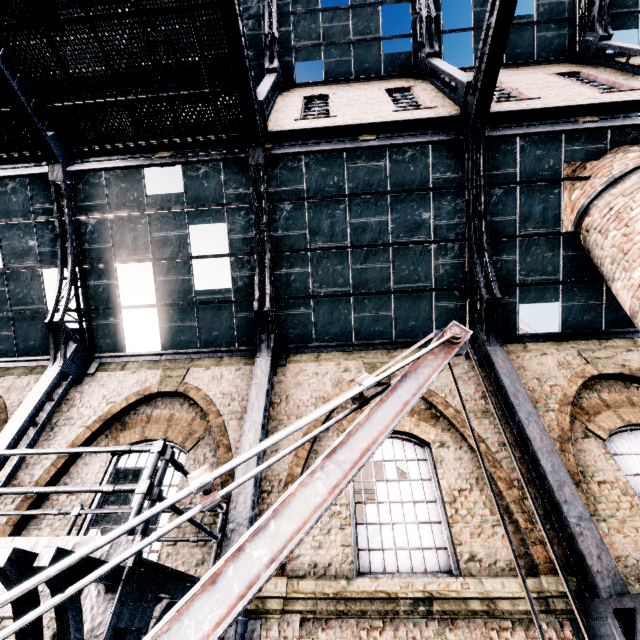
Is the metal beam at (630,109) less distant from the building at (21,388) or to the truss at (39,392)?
the building at (21,388)

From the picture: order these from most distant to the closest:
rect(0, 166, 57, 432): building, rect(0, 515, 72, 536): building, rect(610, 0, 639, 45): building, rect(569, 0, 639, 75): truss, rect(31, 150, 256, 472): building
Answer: rect(610, 0, 639, 45): building → rect(569, 0, 639, 75): truss → rect(0, 166, 57, 432): building → rect(31, 150, 256, 472): building → rect(0, 515, 72, 536): building

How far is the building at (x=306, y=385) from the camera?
9.0m

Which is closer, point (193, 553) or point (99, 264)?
point (193, 553)

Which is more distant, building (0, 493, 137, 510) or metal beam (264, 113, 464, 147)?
metal beam (264, 113, 464, 147)

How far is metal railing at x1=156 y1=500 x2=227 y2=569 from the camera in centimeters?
505cm

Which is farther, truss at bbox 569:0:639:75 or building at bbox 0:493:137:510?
truss at bbox 569:0:639:75

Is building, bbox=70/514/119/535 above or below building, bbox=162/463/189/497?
below
